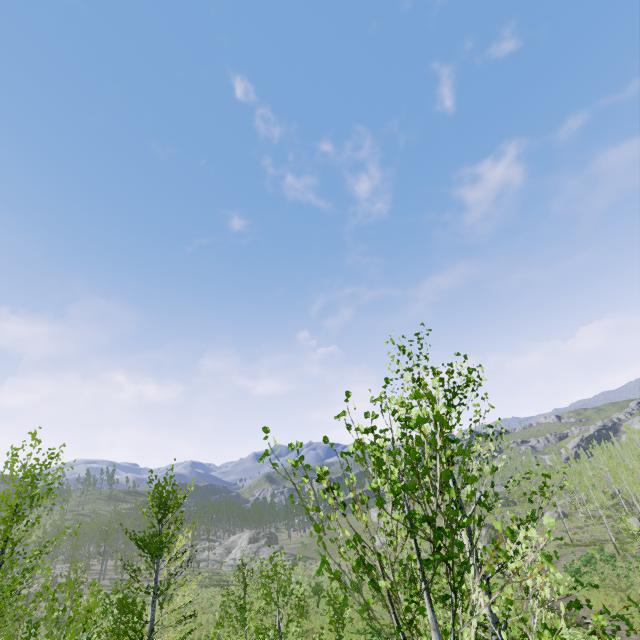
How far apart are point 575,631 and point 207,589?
54.4 meters

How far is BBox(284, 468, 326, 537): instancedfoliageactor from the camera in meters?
2.4 m

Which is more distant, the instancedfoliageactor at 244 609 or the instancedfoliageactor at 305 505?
the instancedfoliageactor at 244 609

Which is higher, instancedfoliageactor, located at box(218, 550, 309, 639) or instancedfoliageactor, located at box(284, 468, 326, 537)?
instancedfoliageactor, located at box(284, 468, 326, 537)

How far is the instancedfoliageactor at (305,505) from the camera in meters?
2.4 m

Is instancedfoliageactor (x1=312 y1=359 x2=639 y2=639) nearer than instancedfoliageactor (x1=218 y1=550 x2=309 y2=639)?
Yes
